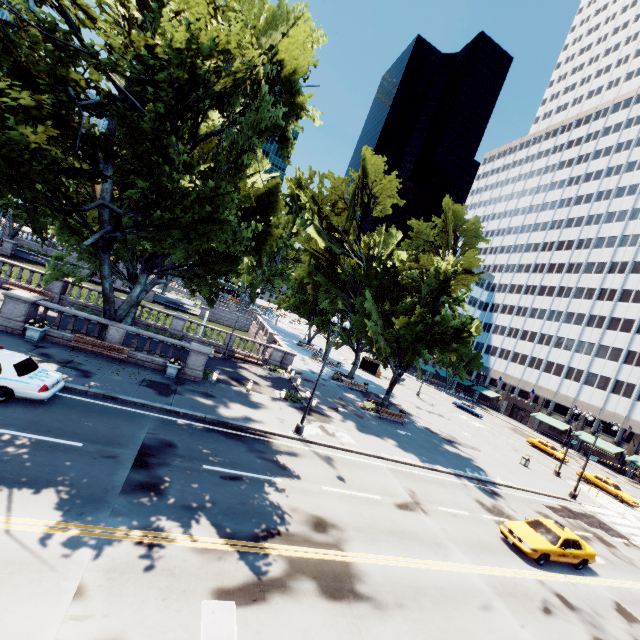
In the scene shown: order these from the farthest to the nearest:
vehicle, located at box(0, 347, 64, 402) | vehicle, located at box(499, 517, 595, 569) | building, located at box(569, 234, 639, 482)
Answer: building, located at box(569, 234, 639, 482) → vehicle, located at box(499, 517, 595, 569) → vehicle, located at box(0, 347, 64, 402)

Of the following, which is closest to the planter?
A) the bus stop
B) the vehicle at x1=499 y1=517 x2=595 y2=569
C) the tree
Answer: the tree

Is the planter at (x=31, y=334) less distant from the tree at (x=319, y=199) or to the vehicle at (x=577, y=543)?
the tree at (x=319, y=199)

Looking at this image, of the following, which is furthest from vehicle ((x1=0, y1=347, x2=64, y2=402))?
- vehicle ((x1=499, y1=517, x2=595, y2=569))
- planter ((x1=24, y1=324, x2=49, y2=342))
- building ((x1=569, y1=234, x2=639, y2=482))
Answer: building ((x1=569, y1=234, x2=639, y2=482))

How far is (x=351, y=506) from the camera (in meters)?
13.95

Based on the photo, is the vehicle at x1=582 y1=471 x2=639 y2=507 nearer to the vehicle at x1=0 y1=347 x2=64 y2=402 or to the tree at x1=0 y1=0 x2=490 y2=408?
the tree at x1=0 y1=0 x2=490 y2=408

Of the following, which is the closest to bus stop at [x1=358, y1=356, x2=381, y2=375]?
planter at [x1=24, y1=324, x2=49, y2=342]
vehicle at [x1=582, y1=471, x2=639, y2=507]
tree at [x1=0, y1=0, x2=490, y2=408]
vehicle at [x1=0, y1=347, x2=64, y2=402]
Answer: tree at [x1=0, y1=0, x2=490, y2=408]

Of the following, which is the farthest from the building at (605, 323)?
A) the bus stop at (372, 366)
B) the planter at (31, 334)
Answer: the planter at (31, 334)
